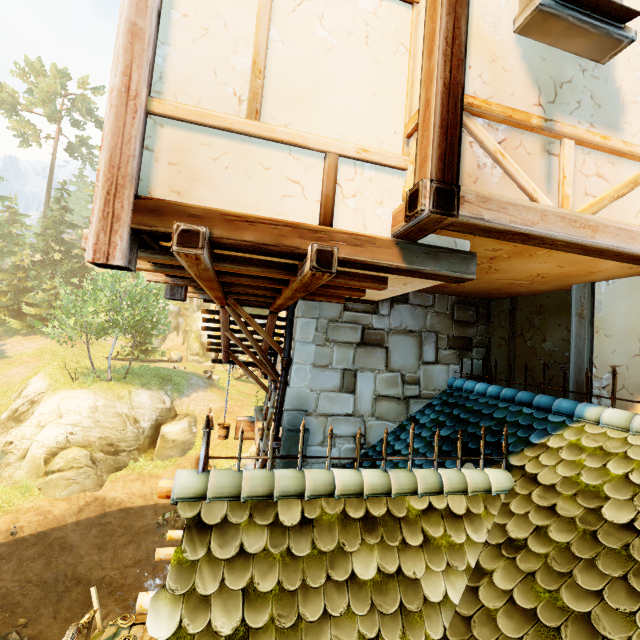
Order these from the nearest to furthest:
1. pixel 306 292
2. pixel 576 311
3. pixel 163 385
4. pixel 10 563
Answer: pixel 306 292 < pixel 576 311 < pixel 10 563 < pixel 163 385

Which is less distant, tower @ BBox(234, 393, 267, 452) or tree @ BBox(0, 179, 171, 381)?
tower @ BBox(234, 393, 267, 452)

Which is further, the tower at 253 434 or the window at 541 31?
the tower at 253 434

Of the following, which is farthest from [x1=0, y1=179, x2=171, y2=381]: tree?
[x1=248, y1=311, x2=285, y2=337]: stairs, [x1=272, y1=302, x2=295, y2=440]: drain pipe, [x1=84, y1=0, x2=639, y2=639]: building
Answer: [x1=248, y1=311, x2=285, y2=337]: stairs

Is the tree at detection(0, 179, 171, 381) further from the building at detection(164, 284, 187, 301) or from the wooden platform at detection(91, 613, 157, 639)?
the wooden platform at detection(91, 613, 157, 639)

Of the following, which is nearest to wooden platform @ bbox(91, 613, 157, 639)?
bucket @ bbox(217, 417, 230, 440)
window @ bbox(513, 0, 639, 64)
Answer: bucket @ bbox(217, 417, 230, 440)

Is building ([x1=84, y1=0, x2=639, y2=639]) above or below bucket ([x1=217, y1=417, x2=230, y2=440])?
above

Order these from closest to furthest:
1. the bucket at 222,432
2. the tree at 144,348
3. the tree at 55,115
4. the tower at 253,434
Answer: the tower at 253,434 < the bucket at 222,432 < the tree at 144,348 < the tree at 55,115
